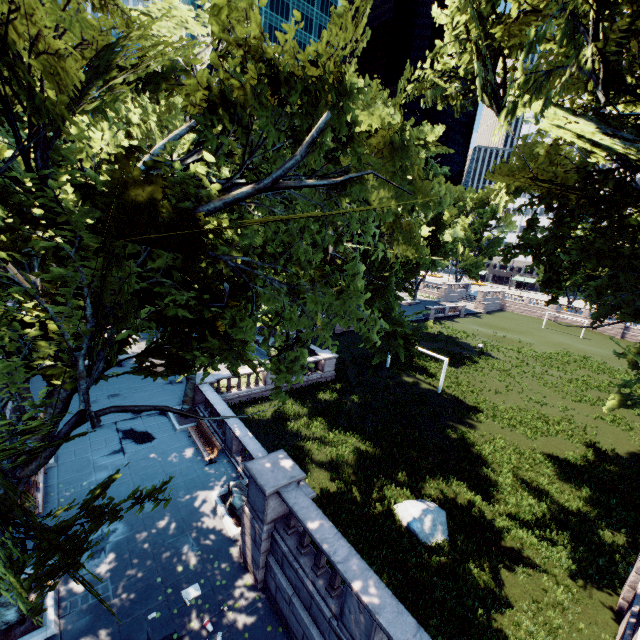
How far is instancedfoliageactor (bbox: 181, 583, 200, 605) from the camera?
9.8 meters

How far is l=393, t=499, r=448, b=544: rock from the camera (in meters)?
13.26

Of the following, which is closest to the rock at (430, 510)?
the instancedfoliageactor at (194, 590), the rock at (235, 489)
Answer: the rock at (235, 489)

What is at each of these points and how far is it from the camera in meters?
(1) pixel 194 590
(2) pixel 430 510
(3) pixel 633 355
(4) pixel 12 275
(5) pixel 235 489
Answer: (1) instancedfoliageactor, 10.1 m
(2) rock, 13.9 m
(3) tree, 17.8 m
(4) tree, 5.1 m
(5) rock, 13.1 m

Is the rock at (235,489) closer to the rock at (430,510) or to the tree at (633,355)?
the tree at (633,355)

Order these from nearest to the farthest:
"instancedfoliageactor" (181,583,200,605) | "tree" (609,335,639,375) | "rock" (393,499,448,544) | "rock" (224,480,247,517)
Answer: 1. "instancedfoliageactor" (181,583,200,605)
2. "rock" (224,480,247,517)
3. "rock" (393,499,448,544)
4. "tree" (609,335,639,375)

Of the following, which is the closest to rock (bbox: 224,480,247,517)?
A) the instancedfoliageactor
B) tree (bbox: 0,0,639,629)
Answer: the instancedfoliageactor

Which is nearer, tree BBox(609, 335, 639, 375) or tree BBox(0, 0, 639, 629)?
tree BBox(0, 0, 639, 629)
